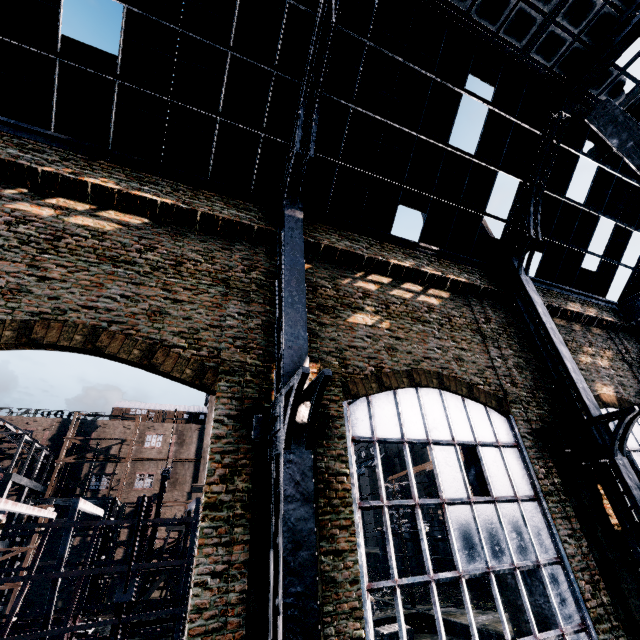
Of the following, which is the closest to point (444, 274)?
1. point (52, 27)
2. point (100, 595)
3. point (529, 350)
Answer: point (529, 350)

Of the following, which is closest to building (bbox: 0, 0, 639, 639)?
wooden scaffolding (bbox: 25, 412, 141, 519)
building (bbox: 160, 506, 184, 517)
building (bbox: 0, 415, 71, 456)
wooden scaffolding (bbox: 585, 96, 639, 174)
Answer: wooden scaffolding (bbox: 585, 96, 639, 174)

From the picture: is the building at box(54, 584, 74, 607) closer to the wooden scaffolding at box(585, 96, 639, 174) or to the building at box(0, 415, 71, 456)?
the building at box(0, 415, 71, 456)

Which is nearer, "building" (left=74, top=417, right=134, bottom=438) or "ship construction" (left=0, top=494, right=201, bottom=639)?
"ship construction" (left=0, top=494, right=201, bottom=639)

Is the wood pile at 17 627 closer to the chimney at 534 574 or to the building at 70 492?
the chimney at 534 574

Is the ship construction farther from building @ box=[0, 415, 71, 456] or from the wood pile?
building @ box=[0, 415, 71, 456]

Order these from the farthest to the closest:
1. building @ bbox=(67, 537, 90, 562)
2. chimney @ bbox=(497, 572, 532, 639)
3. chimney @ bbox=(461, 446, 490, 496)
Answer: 1. building @ bbox=(67, 537, 90, 562)
2. chimney @ bbox=(461, 446, 490, 496)
3. chimney @ bbox=(497, 572, 532, 639)

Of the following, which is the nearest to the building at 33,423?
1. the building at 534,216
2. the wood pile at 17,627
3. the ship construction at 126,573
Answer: the wood pile at 17,627
